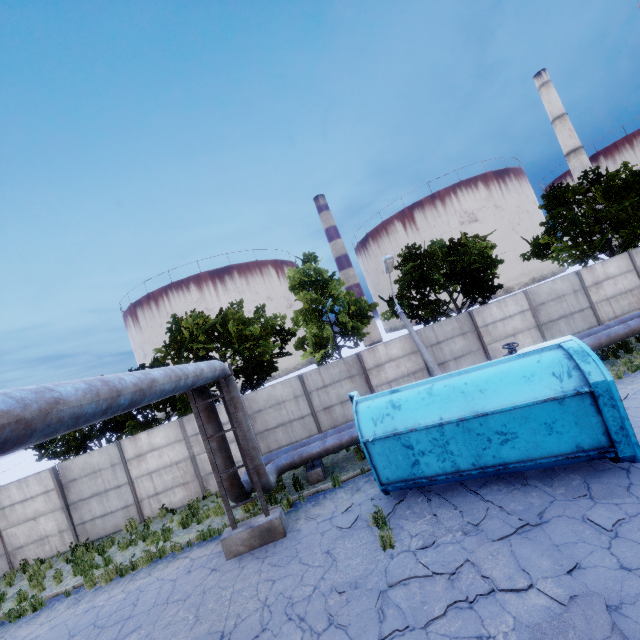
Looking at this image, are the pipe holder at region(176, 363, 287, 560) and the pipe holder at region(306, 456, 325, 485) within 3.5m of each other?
yes

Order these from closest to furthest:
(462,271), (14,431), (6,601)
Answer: (14,431), (6,601), (462,271)

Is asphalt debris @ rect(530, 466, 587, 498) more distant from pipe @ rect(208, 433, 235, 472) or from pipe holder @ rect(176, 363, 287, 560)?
pipe holder @ rect(176, 363, 287, 560)

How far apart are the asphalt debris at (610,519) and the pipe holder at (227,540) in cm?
653

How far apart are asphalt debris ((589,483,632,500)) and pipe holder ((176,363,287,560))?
6.5 meters

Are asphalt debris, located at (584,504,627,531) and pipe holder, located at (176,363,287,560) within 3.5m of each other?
no

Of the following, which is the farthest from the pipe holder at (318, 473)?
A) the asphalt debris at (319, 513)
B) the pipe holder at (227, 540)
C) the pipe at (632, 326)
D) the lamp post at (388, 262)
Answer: the lamp post at (388, 262)

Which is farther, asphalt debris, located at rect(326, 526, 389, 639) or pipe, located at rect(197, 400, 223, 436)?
pipe, located at rect(197, 400, 223, 436)
